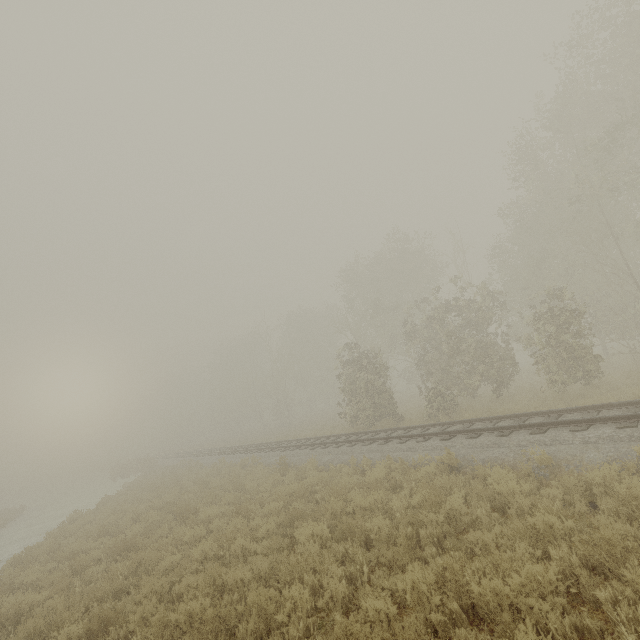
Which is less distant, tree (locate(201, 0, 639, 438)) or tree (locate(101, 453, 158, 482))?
tree (locate(201, 0, 639, 438))

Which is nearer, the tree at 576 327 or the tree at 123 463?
the tree at 576 327

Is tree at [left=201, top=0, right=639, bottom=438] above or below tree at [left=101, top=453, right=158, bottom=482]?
above

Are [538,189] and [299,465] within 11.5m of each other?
no

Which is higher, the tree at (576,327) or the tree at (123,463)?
the tree at (576,327)

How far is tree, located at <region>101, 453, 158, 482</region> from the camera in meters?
31.5 m
